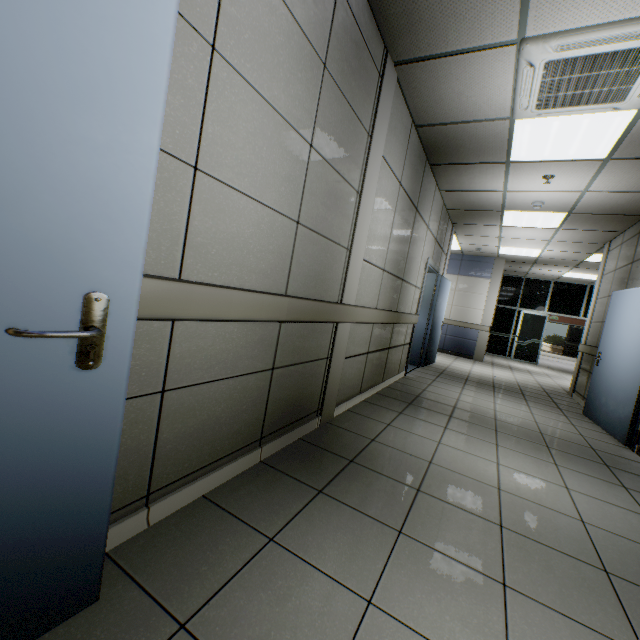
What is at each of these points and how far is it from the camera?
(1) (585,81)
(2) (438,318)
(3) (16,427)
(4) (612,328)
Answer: (1) air conditioning vent, 2.56m
(2) door, 7.35m
(3) door, 0.82m
(4) door, 4.81m

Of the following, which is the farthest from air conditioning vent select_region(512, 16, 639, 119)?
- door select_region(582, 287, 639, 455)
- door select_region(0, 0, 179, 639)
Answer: door select_region(0, 0, 179, 639)

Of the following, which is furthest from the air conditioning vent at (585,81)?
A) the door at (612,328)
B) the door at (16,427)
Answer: the door at (16,427)

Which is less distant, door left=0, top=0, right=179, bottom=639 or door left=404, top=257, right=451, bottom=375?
door left=0, top=0, right=179, bottom=639

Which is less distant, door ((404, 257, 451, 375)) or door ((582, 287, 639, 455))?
door ((582, 287, 639, 455))

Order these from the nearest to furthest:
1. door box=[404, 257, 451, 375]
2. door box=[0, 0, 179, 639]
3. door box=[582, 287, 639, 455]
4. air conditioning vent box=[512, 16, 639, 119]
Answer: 1. door box=[0, 0, 179, 639]
2. air conditioning vent box=[512, 16, 639, 119]
3. door box=[582, 287, 639, 455]
4. door box=[404, 257, 451, 375]

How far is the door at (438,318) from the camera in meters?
5.9 m

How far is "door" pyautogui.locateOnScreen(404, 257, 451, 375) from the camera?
5.9m
